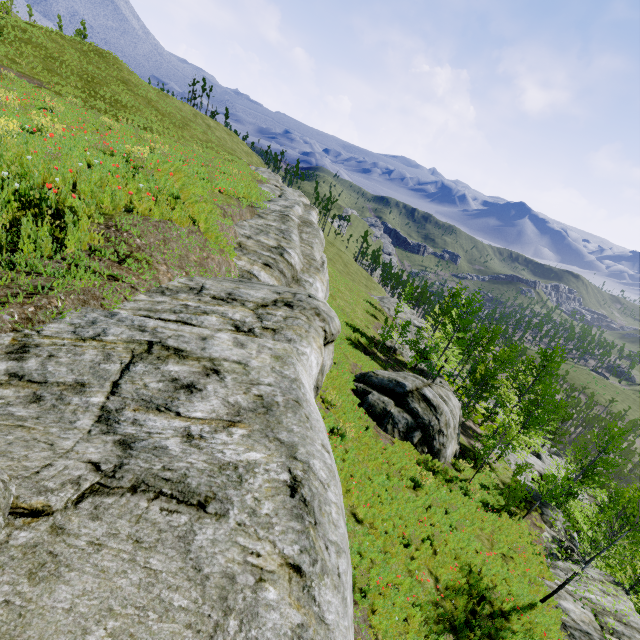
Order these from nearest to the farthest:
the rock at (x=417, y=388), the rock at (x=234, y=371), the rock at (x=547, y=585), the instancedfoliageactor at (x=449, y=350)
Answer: the rock at (x=234, y=371) → the rock at (x=547, y=585) → the rock at (x=417, y=388) → the instancedfoliageactor at (x=449, y=350)

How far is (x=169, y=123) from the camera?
48.6m

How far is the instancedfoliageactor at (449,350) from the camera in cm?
A: 2280

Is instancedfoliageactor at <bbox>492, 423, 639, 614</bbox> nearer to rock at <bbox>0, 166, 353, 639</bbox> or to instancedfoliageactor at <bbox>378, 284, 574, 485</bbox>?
rock at <bbox>0, 166, 353, 639</bbox>

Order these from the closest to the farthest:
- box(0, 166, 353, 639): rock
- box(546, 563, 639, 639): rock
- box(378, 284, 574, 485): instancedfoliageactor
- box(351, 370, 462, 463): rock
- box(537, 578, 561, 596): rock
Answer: box(0, 166, 353, 639): rock
box(546, 563, 639, 639): rock
box(537, 578, 561, 596): rock
box(351, 370, 462, 463): rock
box(378, 284, 574, 485): instancedfoliageactor

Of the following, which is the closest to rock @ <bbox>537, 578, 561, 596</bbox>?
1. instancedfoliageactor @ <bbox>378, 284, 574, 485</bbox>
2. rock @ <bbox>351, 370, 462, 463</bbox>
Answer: instancedfoliageactor @ <bbox>378, 284, 574, 485</bbox>

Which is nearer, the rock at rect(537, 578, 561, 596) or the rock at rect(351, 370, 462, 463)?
the rock at rect(537, 578, 561, 596)
